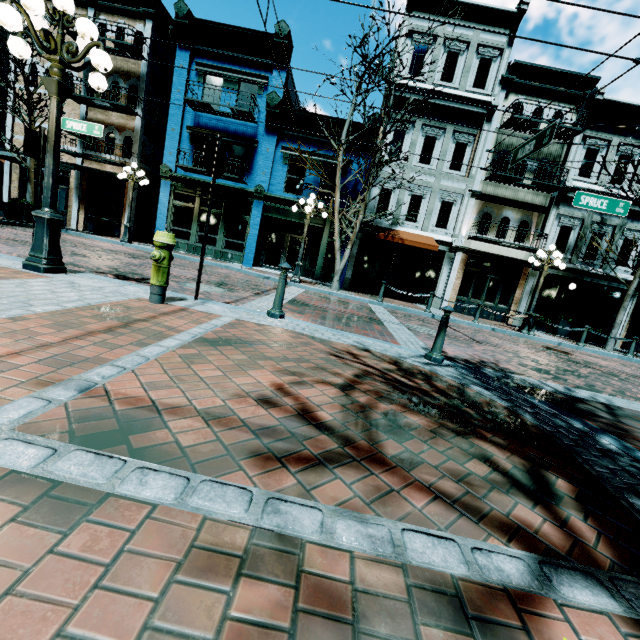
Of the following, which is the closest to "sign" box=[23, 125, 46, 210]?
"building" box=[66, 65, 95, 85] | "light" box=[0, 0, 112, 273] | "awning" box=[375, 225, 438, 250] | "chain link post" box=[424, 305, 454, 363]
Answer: "light" box=[0, 0, 112, 273]

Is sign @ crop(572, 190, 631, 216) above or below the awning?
above

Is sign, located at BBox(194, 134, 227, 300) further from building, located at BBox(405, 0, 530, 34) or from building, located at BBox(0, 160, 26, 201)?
building, located at BBox(0, 160, 26, 201)

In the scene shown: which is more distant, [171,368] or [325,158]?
[325,158]

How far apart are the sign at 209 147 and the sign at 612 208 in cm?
1078

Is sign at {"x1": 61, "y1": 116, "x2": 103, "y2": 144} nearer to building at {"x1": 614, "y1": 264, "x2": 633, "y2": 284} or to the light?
the light

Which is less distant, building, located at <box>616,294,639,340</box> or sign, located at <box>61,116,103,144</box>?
sign, located at <box>61,116,103,144</box>

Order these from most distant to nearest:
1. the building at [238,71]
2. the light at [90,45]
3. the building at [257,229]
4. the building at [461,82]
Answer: the building at [257,229], the building at [238,71], the building at [461,82], the light at [90,45]
